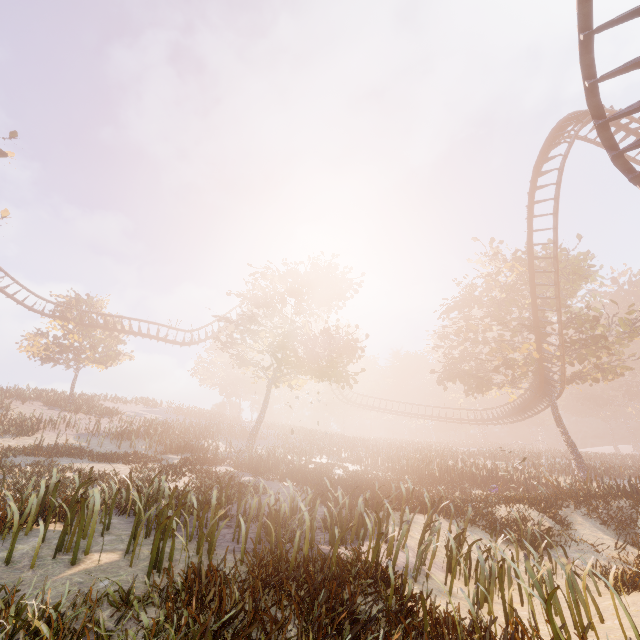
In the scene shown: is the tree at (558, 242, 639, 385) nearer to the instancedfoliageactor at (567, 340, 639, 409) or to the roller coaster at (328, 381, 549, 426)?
the roller coaster at (328, 381, 549, 426)

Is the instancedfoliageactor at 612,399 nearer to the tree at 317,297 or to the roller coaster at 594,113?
the tree at 317,297

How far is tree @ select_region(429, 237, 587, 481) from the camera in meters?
24.4

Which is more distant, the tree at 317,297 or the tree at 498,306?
the tree at 498,306

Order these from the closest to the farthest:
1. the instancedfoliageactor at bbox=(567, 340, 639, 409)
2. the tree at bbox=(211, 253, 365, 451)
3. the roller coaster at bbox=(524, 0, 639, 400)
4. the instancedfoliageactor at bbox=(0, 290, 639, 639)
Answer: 1. the instancedfoliageactor at bbox=(0, 290, 639, 639)
2. the roller coaster at bbox=(524, 0, 639, 400)
3. the tree at bbox=(211, 253, 365, 451)
4. the instancedfoliageactor at bbox=(567, 340, 639, 409)

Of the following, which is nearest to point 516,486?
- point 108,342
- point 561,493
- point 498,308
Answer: point 561,493

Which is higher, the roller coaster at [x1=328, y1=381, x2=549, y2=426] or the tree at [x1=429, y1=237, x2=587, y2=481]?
the tree at [x1=429, y1=237, x2=587, y2=481]

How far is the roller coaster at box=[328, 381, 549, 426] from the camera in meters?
31.2 m
